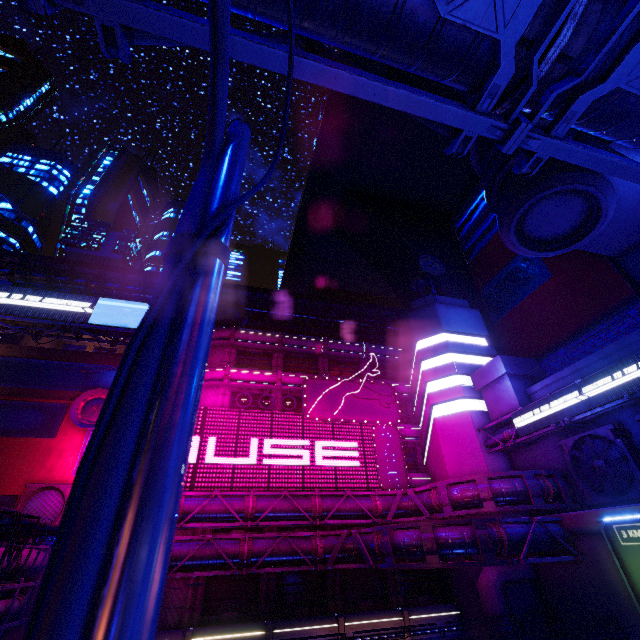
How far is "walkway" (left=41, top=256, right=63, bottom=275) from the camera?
38.1 meters

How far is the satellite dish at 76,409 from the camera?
31.1 meters

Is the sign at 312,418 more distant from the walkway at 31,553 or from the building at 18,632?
the walkway at 31,553

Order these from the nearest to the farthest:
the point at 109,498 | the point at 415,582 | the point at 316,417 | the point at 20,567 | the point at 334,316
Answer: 1. the point at 109,498
2. the point at 20,567
3. the point at 415,582
4. the point at 316,417
5. the point at 334,316

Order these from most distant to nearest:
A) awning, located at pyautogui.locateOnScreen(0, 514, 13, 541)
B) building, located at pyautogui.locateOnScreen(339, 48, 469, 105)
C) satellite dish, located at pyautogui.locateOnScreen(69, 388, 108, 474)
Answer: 1. building, located at pyautogui.locateOnScreen(339, 48, 469, 105)
2. satellite dish, located at pyautogui.locateOnScreen(69, 388, 108, 474)
3. awning, located at pyautogui.locateOnScreen(0, 514, 13, 541)

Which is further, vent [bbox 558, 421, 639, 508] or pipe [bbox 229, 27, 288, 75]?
vent [bbox 558, 421, 639, 508]

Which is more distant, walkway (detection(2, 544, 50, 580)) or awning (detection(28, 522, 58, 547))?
walkway (detection(2, 544, 50, 580))

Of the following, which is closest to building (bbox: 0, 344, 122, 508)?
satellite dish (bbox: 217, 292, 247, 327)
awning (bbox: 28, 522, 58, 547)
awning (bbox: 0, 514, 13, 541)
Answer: awning (bbox: 28, 522, 58, 547)
